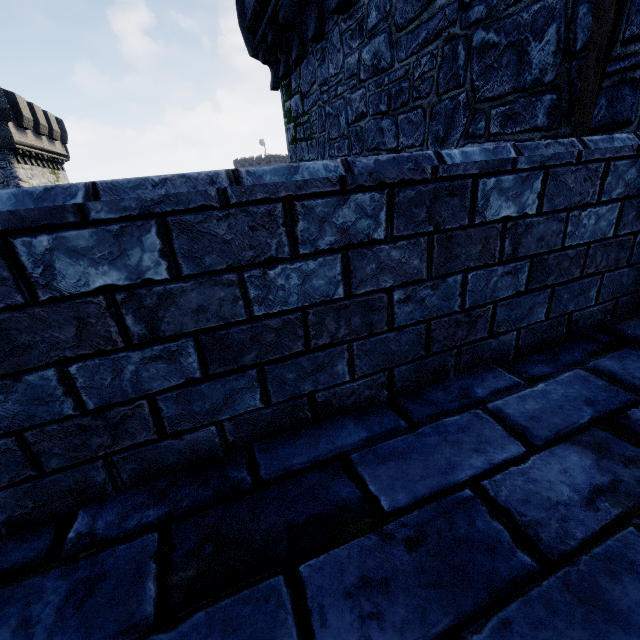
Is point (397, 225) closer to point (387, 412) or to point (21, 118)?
point (387, 412)

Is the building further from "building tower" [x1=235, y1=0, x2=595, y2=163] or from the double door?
the double door

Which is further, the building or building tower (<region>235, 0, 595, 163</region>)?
the building

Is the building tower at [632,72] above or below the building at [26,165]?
below

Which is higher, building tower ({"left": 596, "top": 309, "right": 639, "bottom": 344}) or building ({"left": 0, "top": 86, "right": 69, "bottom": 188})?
building ({"left": 0, "top": 86, "right": 69, "bottom": 188})

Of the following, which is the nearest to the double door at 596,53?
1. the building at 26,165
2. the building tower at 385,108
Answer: the building tower at 385,108

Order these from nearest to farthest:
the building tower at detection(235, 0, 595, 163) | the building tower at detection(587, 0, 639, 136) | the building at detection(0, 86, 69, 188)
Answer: the building tower at detection(587, 0, 639, 136) < the building tower at detection(235, 0, 595, 163) < the building at detection(0, 86, 69, 188)
